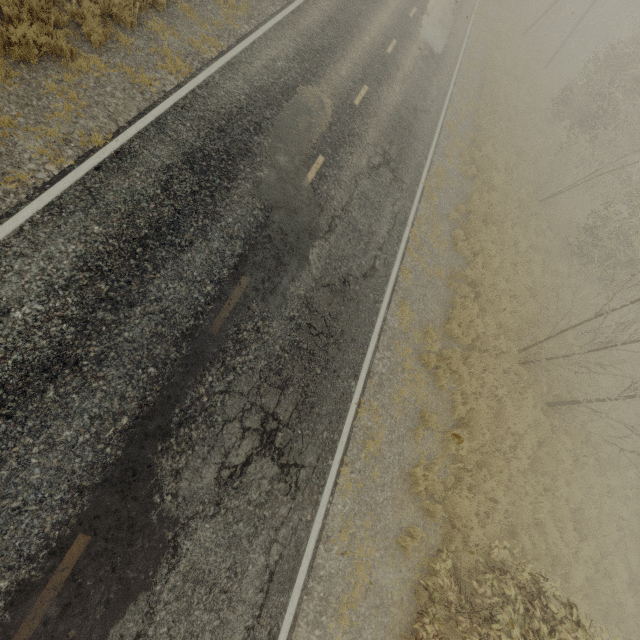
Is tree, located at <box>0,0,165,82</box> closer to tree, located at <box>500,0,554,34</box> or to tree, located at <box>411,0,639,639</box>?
tree, located at <box>411,0,639,639</box>

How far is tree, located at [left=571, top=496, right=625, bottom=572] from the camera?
10.55m

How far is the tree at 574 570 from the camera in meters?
9.5

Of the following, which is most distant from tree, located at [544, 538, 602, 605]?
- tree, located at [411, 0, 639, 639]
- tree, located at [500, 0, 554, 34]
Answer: tree, located at [500, 0, 554, 34]

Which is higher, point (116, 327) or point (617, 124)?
point (617, 124)

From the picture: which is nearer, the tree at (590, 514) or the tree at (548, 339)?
the tree at (548, 339)
